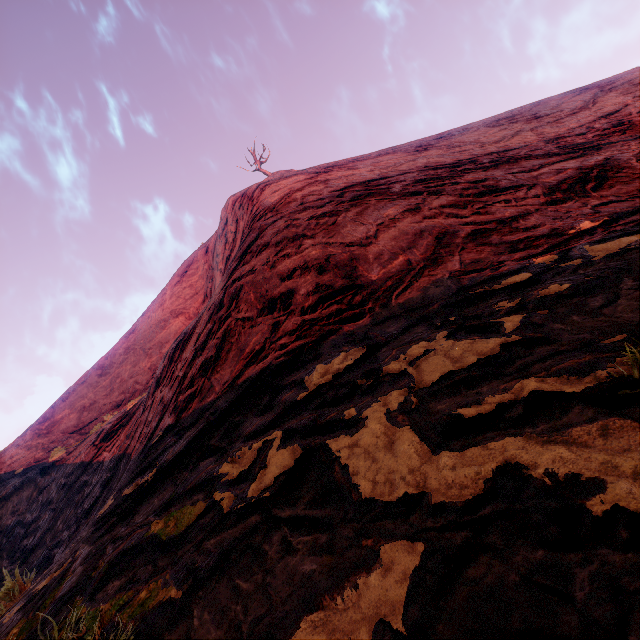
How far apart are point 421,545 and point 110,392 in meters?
17.3
